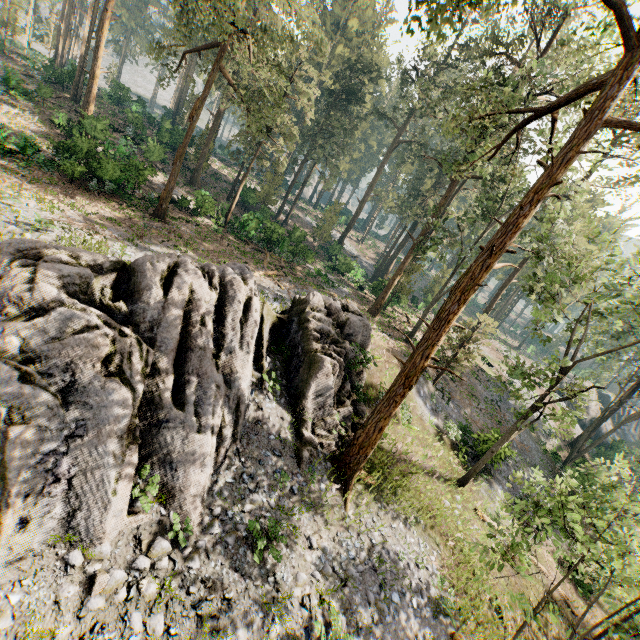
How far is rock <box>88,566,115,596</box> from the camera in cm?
768

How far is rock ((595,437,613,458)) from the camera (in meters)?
40.59

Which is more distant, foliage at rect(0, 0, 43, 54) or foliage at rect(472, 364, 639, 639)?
foliage at rect(0, 0, 43, 54)

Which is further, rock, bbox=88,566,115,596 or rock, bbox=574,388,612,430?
rock, bbox=574,388,612,430

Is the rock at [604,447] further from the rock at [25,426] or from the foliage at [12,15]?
the rock at [25,426]

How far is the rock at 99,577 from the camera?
7.7 meters

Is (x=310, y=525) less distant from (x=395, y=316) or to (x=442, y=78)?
(x=395, y=316)
